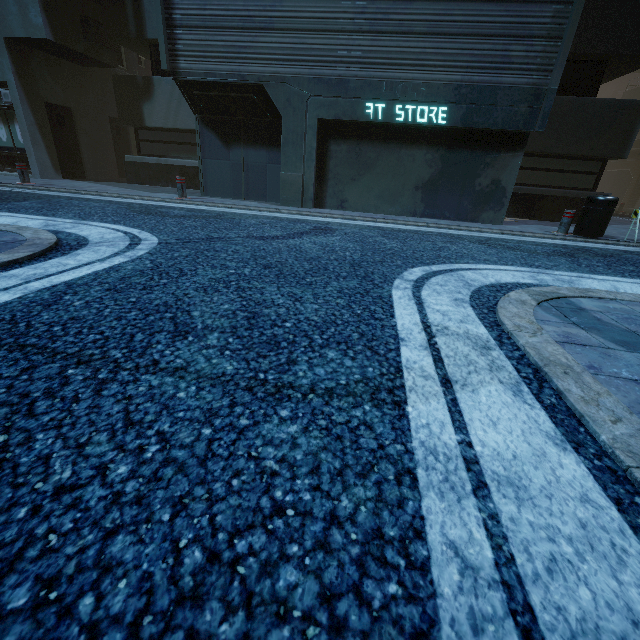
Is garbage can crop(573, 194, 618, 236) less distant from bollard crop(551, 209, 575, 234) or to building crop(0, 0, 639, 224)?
bollard crop(551, 209, 575, 234)

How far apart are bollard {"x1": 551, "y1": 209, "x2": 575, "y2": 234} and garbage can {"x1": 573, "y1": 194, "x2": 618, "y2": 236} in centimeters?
10cm

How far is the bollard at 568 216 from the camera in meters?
7.6

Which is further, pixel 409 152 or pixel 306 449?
pixel 409 152

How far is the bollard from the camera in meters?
7.6

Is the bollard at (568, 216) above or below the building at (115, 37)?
below

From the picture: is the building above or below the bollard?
above
